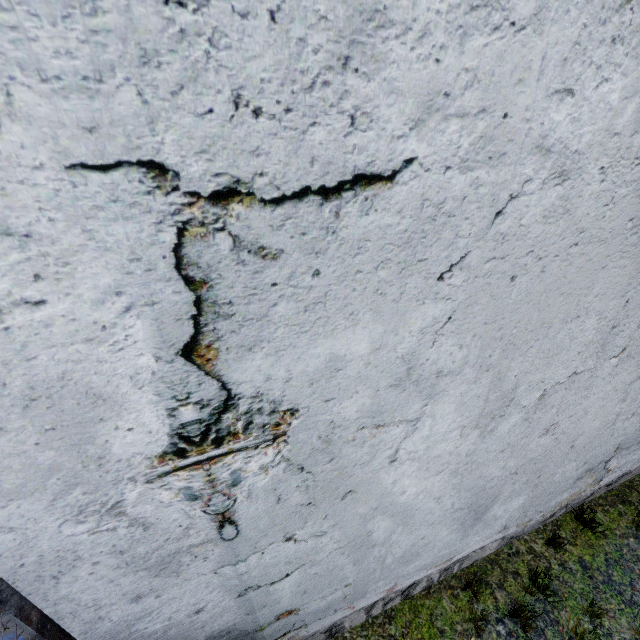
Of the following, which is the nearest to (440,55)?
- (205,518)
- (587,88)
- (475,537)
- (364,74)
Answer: (364,74)
